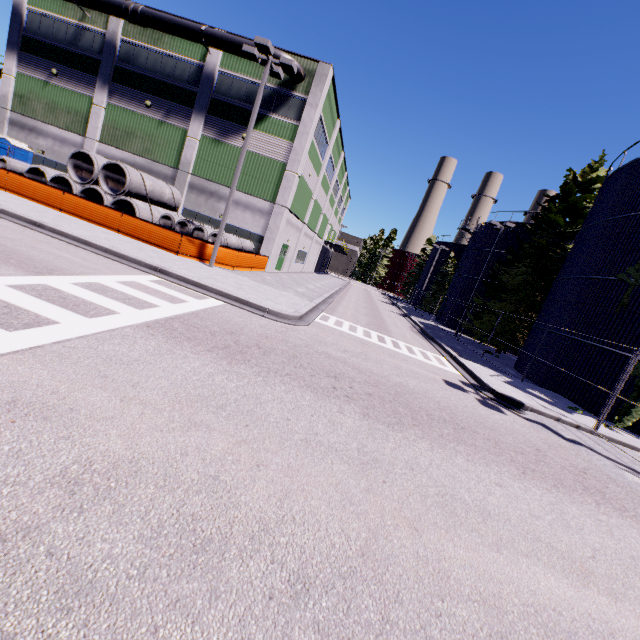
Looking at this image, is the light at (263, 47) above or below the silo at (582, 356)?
above

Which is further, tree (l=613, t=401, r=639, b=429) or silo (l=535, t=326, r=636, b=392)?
silo (l=535, t=326, r=636, b=392)

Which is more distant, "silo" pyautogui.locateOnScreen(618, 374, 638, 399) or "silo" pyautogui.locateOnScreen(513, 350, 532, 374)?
"silo" pyautogui.locateOnScreen(513, 350, 532, 374)

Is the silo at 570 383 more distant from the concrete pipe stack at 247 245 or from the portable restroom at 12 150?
the portable restroom at 12 150

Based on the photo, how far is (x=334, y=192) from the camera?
43.8 meters

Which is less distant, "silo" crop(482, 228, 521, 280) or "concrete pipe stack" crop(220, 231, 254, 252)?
"concrete pipe stack" crop(220, 231, 254, 252)

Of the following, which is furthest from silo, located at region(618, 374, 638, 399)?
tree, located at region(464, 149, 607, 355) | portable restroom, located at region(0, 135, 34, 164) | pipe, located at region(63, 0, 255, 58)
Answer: portable restroom, located at region(0, 135, 34, 164)

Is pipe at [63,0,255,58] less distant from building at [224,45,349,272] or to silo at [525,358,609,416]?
building at [224,45,349,272]
